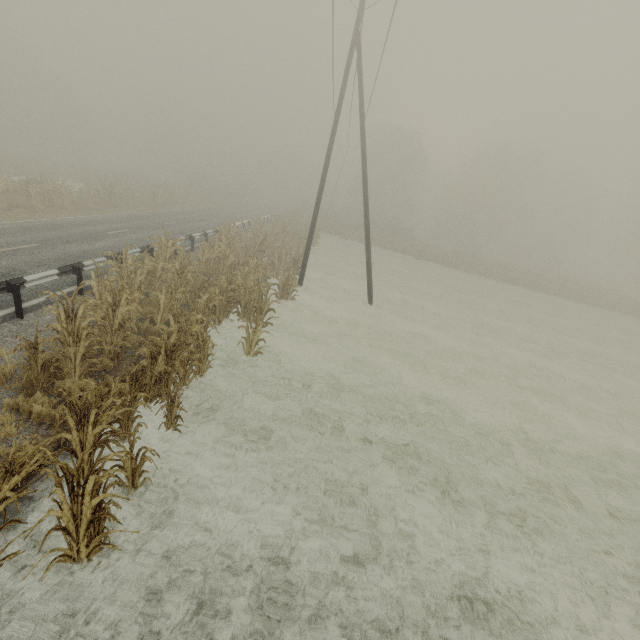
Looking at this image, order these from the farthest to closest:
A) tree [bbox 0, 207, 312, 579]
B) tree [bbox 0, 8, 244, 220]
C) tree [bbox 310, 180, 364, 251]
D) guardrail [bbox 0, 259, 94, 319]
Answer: tree [bbox 310, 180, 364, 251] < tree [bbox 0, 8, 244, 220] < guardrail [bbox 0, 259, 94, 319] < tree [bbox 0, 207, 312, 579]

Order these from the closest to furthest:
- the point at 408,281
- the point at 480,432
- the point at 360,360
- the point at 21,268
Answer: the point at 480,432 < the point at 21,268 < the point at 360,360 < the point at 408,281

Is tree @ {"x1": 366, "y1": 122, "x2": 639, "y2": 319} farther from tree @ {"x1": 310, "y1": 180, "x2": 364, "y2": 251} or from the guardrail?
the guardrail

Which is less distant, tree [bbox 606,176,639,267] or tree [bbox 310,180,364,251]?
tree [bbox 310,180,364,251]

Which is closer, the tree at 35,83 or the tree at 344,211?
the tree at 35,83

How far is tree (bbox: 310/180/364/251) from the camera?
39.68m

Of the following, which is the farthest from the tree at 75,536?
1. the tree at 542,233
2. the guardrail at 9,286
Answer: the tree at 542,233
